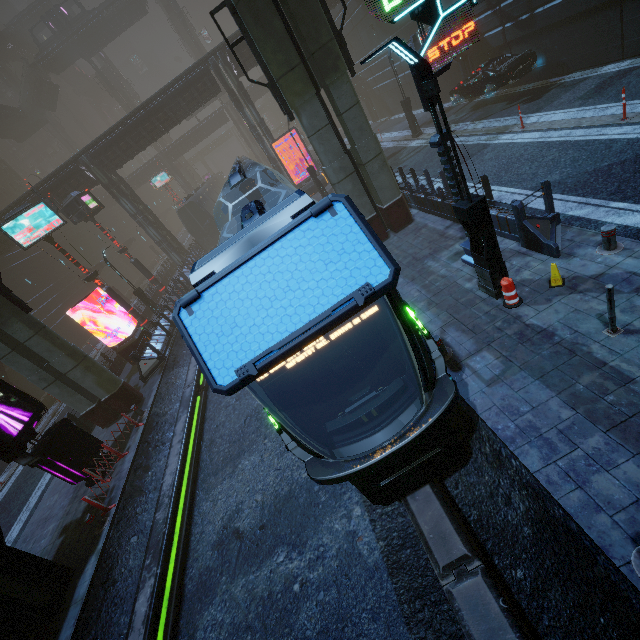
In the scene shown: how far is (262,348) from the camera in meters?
3.8

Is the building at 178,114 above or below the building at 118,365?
above

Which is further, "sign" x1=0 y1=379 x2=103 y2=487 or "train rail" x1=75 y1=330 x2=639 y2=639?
"sign" x1=0 y1=379 x2=103 y2=487

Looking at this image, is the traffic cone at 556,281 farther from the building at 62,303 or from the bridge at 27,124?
the bridge at 27,124

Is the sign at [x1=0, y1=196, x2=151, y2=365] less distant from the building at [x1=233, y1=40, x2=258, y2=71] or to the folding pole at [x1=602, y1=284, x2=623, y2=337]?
the building at [x1=233, y1=40, x2=258, y2=71]

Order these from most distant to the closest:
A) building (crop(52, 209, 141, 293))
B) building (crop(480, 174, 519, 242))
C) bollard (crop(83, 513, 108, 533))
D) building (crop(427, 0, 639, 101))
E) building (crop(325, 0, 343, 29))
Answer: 1. building (crop(52, 209, 141, 293))
2. building (crop(325, 0, 343, 29))
3. building (crop(427, 0, 639, 101))
4. bollard (crop(83, 513, 108, 533))
5. building (crop(480, 174, 519, 242))

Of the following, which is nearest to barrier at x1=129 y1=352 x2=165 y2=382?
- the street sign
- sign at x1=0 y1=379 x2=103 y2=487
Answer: sign at x1=0 y1=379 x2=103 y2=487

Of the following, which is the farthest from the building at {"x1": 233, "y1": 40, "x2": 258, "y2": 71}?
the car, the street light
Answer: the street light
